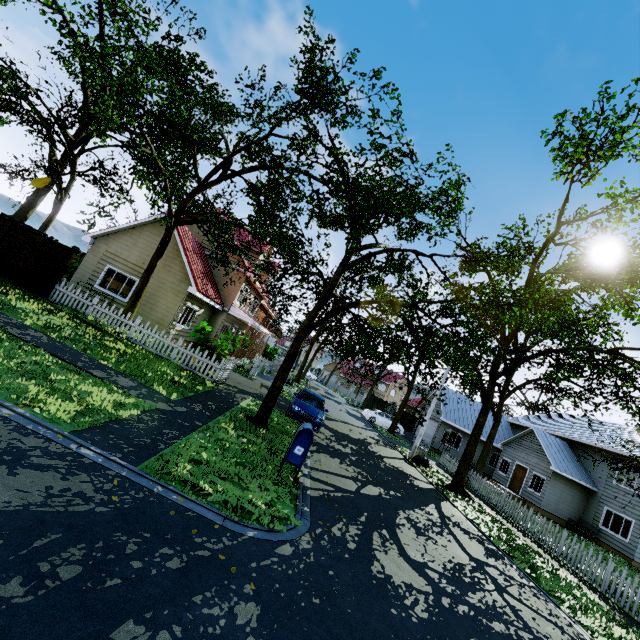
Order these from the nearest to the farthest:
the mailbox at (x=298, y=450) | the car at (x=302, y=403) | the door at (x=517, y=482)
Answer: the mailbox at (x=298, y=450) → the car at (x=302, y=403) → the door at (x=517, y=482)

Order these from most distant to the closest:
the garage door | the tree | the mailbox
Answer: the garage door
the tree
the mailbox

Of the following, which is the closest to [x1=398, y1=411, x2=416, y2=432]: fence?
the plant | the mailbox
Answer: the plant

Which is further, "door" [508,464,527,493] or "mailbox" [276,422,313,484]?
"door" [508,464,527,493]

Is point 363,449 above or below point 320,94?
below

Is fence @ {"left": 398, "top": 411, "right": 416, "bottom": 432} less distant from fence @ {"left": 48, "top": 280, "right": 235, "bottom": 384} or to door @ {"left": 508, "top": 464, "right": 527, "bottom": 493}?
fence @ {"left": 48, "top": 280, "right": 235, "bottom": 384}

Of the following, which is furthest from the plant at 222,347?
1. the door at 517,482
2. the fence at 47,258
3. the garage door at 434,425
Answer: the door at 517,482

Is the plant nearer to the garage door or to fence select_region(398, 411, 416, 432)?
the garage door
